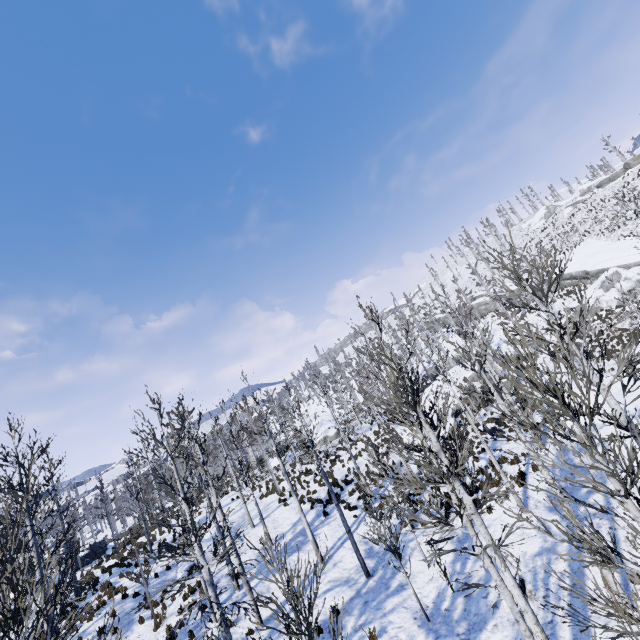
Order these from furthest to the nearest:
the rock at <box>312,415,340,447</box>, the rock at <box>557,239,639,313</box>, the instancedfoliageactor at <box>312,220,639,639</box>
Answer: the rock at <box>312,415,340,447</box> → the rock at <box>557,239,639,313</box> → the instancedfoliageactor at <box>312,220,639,639</box>

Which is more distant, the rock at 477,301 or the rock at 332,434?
the rock at 477,301

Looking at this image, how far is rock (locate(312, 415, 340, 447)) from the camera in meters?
35.2 m

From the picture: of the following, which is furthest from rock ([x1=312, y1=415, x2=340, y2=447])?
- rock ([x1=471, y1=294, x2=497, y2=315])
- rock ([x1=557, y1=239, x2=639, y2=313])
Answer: rock ([x1=471, y1=294, x2=497, y2=315])

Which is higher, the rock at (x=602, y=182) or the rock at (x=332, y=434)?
the rock at (x=602, y=182)

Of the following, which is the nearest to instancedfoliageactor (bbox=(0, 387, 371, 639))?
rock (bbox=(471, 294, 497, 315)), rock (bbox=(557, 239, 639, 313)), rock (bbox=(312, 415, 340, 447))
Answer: rock (bbox=(312, 415, 340, 447))

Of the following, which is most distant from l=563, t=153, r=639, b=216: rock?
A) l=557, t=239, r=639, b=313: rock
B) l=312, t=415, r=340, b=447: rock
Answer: l=312, t=415, r=340, b=447: rock

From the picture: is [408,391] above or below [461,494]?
above
